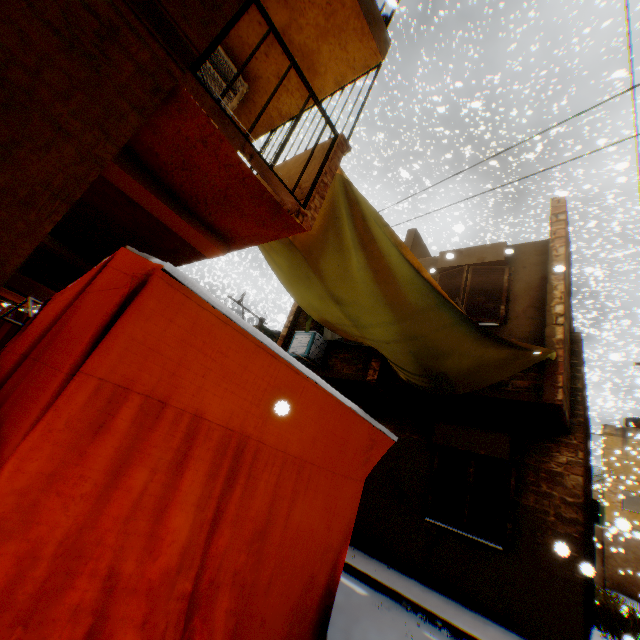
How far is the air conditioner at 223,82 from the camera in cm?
435

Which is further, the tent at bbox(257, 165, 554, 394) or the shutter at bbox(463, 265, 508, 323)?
the shutter at bbox(463, 265, 508, 323)

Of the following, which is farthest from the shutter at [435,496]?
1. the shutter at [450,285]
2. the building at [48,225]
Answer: the shutter at [450,285]

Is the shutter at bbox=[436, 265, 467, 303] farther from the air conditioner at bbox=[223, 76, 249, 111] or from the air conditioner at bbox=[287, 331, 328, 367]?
the air conditioner at bbox=[223, 76, 249, 111]

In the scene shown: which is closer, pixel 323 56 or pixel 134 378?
pixel 134 378

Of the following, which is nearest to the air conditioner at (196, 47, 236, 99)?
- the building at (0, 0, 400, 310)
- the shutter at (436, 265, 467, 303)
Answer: the building at (0, 0, 400, 310)

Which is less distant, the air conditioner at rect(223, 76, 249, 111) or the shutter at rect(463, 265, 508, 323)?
the air conditioner at rect(223, 76, 249, 111)

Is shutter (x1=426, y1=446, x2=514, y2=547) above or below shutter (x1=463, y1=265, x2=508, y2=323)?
below
